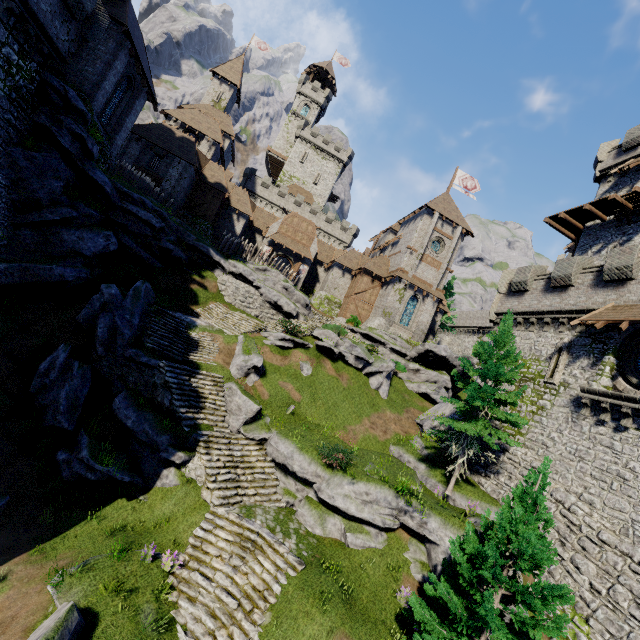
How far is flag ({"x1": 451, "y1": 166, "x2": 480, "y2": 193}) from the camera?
41.69m

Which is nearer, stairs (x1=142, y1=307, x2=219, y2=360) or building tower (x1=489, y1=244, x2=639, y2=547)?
building tower (x1=489, y1=244, x2=639, y2=547)

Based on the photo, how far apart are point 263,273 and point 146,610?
25.1m

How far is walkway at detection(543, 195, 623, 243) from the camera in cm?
2448

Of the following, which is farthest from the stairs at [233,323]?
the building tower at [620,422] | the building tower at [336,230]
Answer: the building tower at [336,230]

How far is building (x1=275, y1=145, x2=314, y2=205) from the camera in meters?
58.8

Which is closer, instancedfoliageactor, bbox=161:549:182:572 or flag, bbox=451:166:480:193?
instancedfoliageactor, bbox=161:549:182:572

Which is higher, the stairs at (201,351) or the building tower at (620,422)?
the building tower at (620,422)
